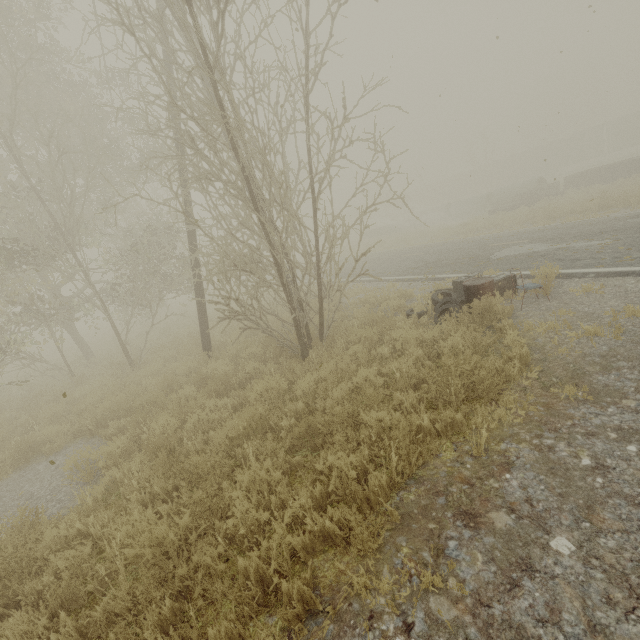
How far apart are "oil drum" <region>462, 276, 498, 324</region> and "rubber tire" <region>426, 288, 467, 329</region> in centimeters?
2cm

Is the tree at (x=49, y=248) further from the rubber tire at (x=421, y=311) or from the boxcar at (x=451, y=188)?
the boxcar at (x=451, y=188)

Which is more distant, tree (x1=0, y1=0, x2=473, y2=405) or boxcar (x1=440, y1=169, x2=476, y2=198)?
boxcar (x1=440, y1=169, x2=476, y2=198)

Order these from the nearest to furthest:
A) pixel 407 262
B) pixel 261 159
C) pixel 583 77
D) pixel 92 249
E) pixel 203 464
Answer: pixel 203 464, pixel 261 159, pixel 407 262, pixel 92 249, pixel 583 77

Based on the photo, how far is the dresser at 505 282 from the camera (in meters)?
7.49

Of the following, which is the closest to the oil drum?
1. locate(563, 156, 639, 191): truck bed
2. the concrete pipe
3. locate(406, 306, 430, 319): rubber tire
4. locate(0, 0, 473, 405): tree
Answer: locate(406, 306, 430, 319): rubber tire

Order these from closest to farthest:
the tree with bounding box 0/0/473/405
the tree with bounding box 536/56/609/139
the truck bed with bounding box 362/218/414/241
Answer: the tree with bounding box 0/0/473/405 < the truck bed with bounding box 362/218/414/241 < the tree with bounding box 536/56/609/139

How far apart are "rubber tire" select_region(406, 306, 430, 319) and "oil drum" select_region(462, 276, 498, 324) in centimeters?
86cm
